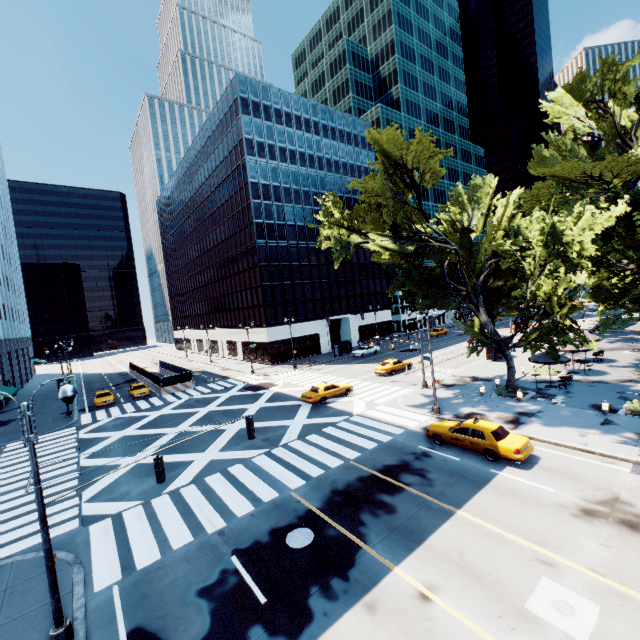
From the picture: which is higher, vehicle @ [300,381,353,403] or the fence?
the fence

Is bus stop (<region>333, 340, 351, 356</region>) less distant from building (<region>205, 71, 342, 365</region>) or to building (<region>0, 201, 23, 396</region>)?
building (<region>205, 71, 342, 365</region>)

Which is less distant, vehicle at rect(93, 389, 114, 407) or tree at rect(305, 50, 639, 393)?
tree at rect(305, 50, 639, 393)

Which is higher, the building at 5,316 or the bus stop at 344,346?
the building at 5,316

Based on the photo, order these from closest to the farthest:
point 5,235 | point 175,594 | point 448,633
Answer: point 448,633 < point 175,594 < point 5,235

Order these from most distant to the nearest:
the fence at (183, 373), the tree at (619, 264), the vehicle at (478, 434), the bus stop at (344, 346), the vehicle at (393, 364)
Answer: the bus stop at (344, 346)
the fence at (183, 373)
the vehicle at (393, 364)
the tree at (619, 264)
the vehicle at (478, 434)

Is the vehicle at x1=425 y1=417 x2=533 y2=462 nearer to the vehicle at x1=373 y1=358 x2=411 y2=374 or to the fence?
the vehicle at x1=373 y1=358 x2=411 y2=374

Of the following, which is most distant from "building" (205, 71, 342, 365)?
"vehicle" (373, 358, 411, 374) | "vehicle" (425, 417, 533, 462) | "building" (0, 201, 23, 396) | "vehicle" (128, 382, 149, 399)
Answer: "vehicle" (425, 417, 533, 462)
